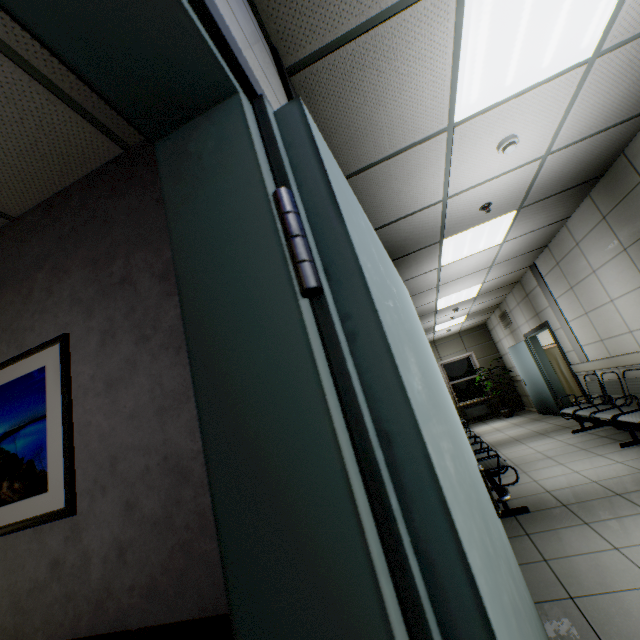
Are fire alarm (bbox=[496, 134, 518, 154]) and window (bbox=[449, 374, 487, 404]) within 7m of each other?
no

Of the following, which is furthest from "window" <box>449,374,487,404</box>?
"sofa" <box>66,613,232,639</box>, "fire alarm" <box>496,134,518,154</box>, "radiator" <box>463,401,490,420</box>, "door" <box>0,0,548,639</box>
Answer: "sofa" <box>66,613,232,639</box>

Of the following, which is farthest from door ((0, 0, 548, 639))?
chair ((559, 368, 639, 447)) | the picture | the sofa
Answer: chair ((559, 368, 639, 447))

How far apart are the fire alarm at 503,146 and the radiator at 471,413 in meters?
10.6

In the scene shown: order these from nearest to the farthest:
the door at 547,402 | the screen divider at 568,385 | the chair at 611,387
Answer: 1. the chair at 611,387
2. the door at 547,402
3. the screen divider at 568,385

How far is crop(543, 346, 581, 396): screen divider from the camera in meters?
8.7

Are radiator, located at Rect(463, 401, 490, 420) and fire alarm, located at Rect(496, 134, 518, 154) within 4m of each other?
no

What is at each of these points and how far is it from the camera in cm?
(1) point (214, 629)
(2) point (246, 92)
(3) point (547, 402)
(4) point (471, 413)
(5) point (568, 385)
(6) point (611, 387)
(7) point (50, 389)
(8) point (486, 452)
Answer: (1) sofa, 103
(2) door, 63
(3) door, 839
(4) radiator, 1159
(5) screen divider, 873
(6) chair, 529
(7) picture, 168
(8) chair, 452
